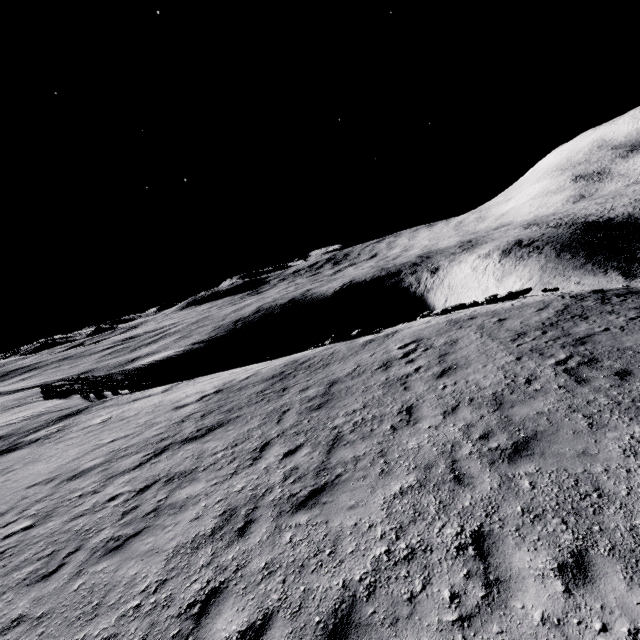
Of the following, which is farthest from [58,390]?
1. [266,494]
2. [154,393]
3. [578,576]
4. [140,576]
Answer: [578,576]
